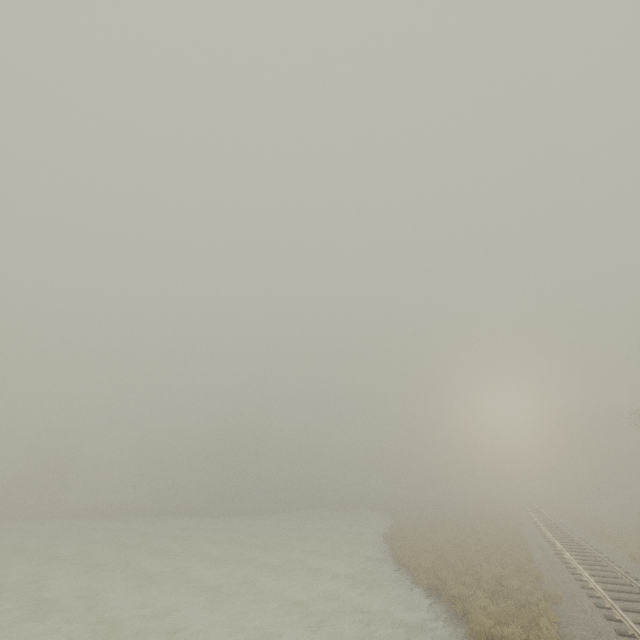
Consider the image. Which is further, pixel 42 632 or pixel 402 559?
pixel 402 559
